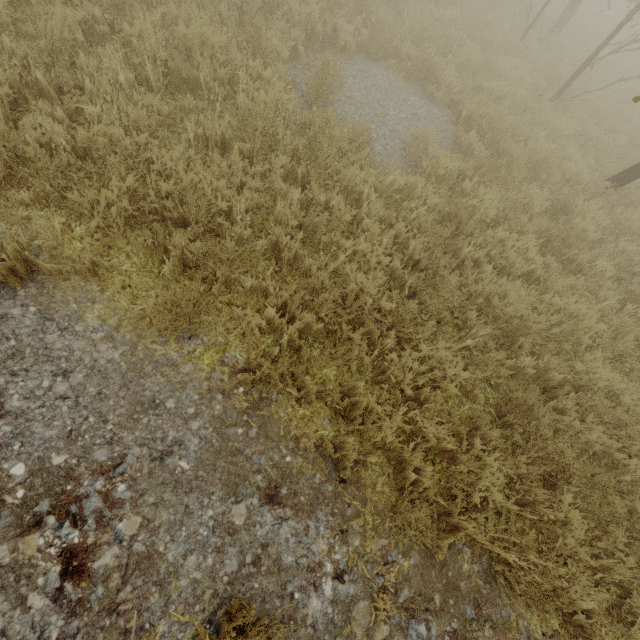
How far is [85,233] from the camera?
3.1 meters

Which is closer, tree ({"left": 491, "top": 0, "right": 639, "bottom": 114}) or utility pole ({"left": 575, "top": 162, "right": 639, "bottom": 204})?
utility pole ({"left": 575, "top": 162, "right": 639, "bottom": 204})

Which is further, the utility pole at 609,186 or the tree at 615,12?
the tree at 615,12
